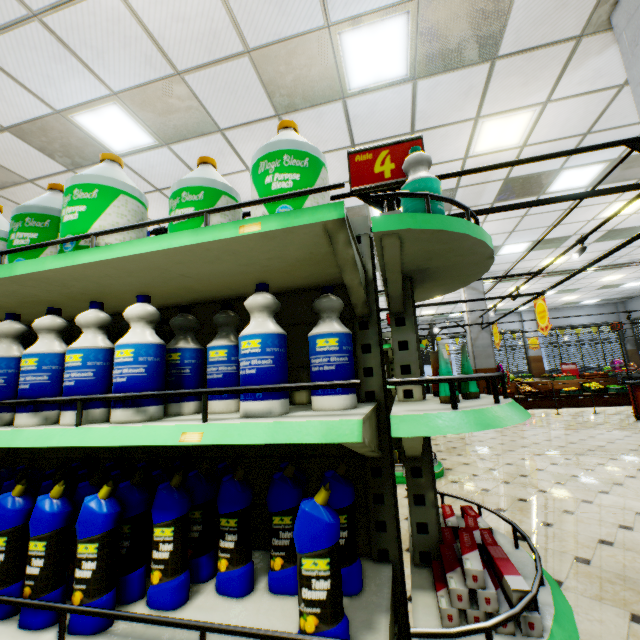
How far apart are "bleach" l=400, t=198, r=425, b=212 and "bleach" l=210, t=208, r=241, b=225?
0.7 meters

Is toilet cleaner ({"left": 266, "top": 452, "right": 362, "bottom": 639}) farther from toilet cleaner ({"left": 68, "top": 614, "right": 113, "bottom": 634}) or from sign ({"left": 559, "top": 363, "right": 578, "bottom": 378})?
sign ({"left": 559, "top": 363, "right": 578, "bottom": 378})

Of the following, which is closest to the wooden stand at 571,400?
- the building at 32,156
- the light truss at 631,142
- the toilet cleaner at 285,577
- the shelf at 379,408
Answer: the building at 32,156

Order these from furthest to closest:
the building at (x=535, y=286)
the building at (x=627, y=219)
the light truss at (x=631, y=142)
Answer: the building at (x=535, y=286), the building at (x=627, y=219), the light truss at (x=631, y=142)

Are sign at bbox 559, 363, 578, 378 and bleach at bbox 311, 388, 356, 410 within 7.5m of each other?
no

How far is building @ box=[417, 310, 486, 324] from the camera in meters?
11.3

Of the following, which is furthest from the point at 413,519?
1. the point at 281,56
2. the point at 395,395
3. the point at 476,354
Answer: the point at 476,354

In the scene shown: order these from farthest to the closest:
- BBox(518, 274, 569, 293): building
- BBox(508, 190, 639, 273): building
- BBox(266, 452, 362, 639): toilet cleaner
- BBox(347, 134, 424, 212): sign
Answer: BBox(518, 274, 569, 293): building → BBox(508, 190, 639, 273): building → BBox(347, 134, 424, 212): sign → BBox(266, 452, 362, 639): toilet cleaner
